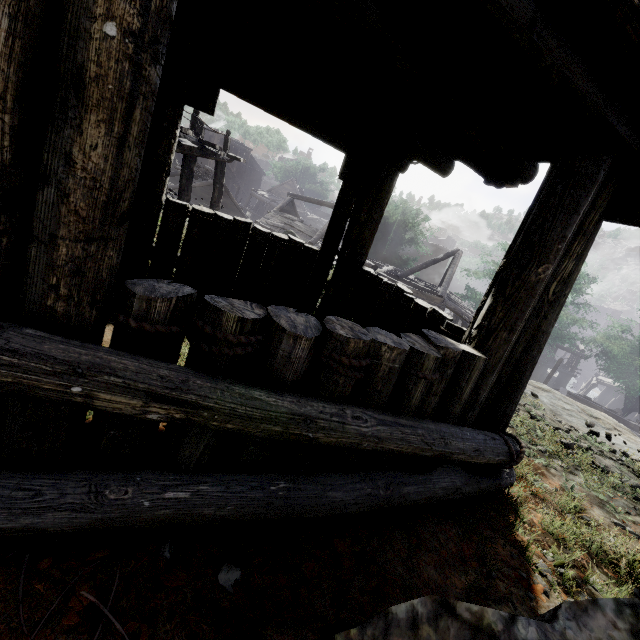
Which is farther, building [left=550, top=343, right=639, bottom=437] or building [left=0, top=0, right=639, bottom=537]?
building [left=550, top=343, right=639, bottom=437]

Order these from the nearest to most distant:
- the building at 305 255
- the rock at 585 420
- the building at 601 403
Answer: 1. the building at 305 255
2. the rock at 585 420
3. the building at 601 403

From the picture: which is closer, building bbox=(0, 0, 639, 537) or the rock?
building bbox=(0, 0, 639, 537)

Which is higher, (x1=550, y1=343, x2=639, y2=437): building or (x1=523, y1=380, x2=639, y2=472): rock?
(x1=523, y1=380, x2=639, y2=472): rock

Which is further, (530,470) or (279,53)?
(530,470)

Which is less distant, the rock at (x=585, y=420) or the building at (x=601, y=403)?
the rock at (x=585, y=420)

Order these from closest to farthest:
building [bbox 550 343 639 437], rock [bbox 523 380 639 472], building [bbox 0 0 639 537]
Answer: building [bbox 0 0 639 537] → rock [bbox 523 380 639 472] → building [bbox 550 343 639 437]
